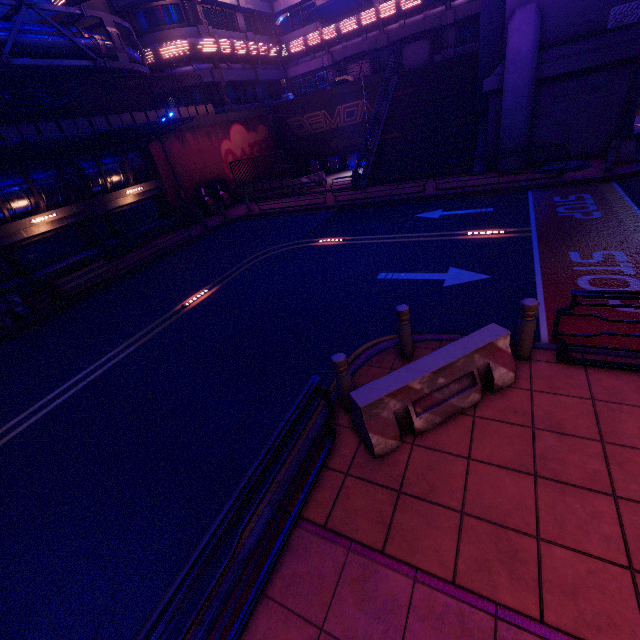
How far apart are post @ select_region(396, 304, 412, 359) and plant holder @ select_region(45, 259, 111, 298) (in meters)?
14.06

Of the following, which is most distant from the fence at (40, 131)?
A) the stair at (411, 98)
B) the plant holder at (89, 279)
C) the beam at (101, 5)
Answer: the stair at (411, 98)

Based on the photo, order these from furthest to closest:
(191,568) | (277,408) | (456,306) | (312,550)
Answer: (456,306), (277,408), (312,550), (191,568)

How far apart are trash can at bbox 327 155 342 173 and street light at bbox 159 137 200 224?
11.56m

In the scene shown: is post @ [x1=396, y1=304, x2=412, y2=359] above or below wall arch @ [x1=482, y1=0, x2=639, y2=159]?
below

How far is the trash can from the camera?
27.2 meters

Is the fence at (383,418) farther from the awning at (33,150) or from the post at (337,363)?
the awning at (33,150)

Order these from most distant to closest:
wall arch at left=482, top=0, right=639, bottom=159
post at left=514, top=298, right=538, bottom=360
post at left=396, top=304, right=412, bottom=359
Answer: wall arch at left=482, top=0, right=639, bottom=159 → post at left=396, top=304, right=412, bottom=359 → post at left=514, top=298, right=538, bottom=360
